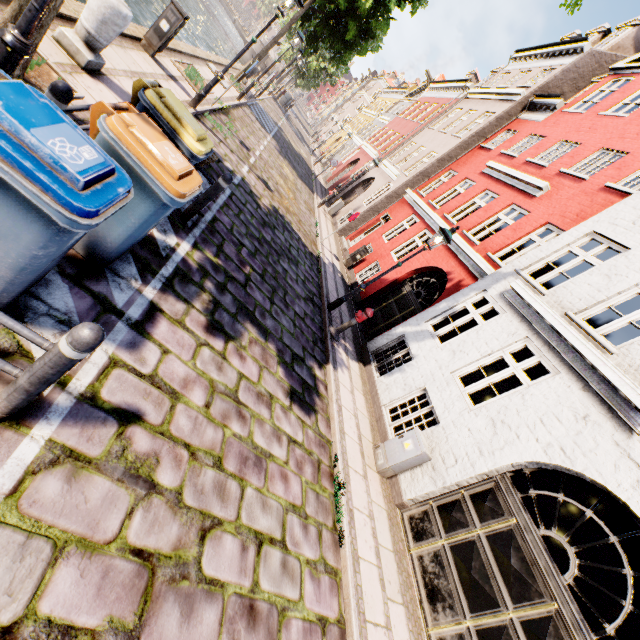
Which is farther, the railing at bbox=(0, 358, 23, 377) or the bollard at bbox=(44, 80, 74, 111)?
the bollard at bbox=(44, 80, 74, 111)

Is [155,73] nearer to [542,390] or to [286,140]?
[542,390]

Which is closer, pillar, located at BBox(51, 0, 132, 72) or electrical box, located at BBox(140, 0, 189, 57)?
pillar, located at BBox(51, 0, 132, 72)

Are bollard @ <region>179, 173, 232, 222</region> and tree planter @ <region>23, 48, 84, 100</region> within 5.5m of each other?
yes

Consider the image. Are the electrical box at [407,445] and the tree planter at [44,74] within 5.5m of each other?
no

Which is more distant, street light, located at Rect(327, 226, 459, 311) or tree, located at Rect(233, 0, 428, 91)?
tree, located at Rect(233, 0, 428, 91)

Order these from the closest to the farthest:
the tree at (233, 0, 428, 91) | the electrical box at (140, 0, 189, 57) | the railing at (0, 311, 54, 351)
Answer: the railing at (0, 311, 54, 351) < the electrical box at (140, 0, 189, 57) < the tree at (233, 0, 428, 91)

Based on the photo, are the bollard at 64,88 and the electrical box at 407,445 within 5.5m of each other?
no
